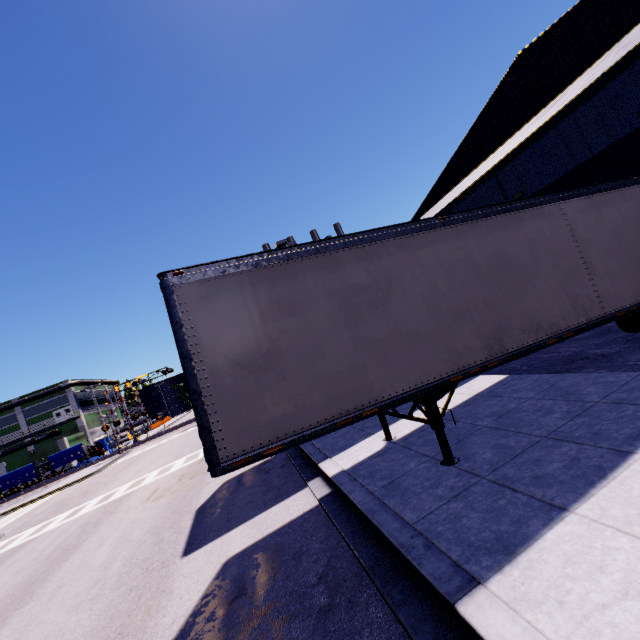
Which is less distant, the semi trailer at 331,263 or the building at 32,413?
the semi trailer at 331,263

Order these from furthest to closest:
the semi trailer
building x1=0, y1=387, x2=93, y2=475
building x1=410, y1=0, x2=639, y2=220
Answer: building x1=0, y1=387, x2=93, y2=475 → building x1=410, y1=0, x2=639, y2=220 → the semi trailer

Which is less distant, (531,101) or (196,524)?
(196,524)

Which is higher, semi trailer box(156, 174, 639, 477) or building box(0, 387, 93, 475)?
building box(0, 387, 93, 475)

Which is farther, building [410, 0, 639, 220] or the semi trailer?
building [410, 0, 639, 220]

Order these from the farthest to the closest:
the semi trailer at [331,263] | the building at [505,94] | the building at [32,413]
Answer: the building at [32,413]
the building at [505,94]
the semi trailer at [331,263]

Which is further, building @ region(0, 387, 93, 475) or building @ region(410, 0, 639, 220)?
building @ region(0, 387, 93, 475)
